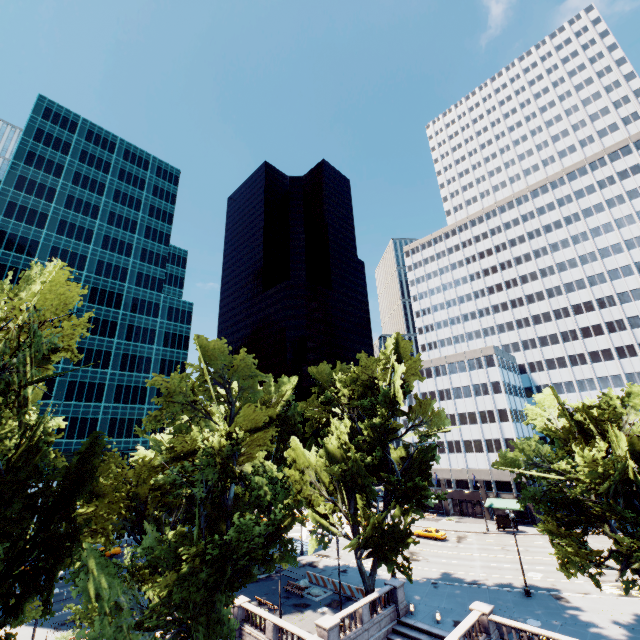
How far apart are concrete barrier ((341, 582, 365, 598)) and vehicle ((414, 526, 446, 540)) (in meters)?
23.06

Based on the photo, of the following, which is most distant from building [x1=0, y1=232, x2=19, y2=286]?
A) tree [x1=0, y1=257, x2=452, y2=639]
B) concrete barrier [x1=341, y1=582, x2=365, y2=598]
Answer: concrete barrier [x1=341, y1=582, x2=365, y2=598]

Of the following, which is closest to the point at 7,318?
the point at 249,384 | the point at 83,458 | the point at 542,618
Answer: the point at 83,458

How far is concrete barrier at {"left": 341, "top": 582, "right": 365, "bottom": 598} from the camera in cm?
3283

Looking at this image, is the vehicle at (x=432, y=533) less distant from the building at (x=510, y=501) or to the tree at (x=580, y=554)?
the building at (x=510, y=501)

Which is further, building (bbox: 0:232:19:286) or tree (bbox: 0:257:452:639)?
building (bbox: 0:232:19:286)

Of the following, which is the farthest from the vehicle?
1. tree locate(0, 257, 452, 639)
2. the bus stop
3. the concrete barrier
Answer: the concrete barrier

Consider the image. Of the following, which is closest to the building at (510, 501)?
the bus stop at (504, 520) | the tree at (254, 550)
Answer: the tree at (254, 550)
